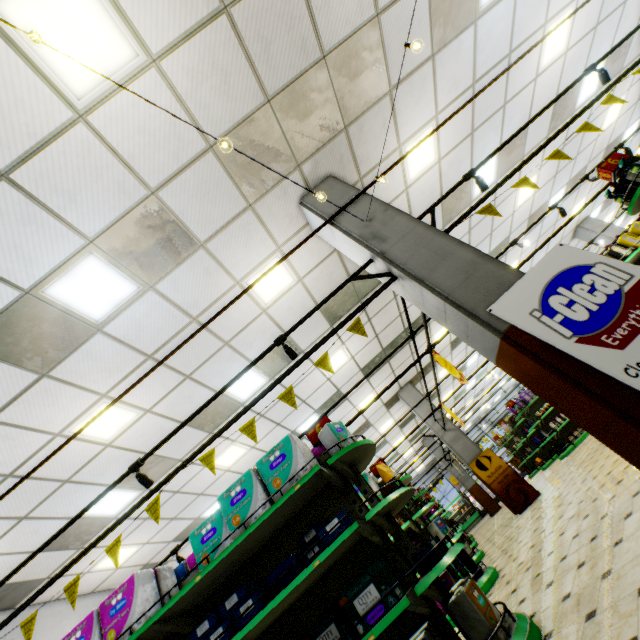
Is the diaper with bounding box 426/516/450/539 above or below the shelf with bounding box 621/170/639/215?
below

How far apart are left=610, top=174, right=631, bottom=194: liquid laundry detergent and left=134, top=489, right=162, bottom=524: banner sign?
7.2 meters

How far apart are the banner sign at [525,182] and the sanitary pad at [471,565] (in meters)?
5.17

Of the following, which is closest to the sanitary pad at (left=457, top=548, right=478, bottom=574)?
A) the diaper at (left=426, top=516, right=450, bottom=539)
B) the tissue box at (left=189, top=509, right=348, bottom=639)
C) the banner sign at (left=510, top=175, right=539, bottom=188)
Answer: the diaper at (left=426, top=516, right=450, bottom=539)

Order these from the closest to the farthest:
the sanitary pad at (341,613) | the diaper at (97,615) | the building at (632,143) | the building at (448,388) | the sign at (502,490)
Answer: the sanitary pad at (341,613)
the diaper at (97,615)
the sign at (502,490)
the building at (632,143)
the building at (448,388)

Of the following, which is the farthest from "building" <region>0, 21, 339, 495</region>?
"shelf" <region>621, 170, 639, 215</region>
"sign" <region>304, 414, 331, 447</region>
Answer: "sign" <region>304, 414, 331, 447</region>

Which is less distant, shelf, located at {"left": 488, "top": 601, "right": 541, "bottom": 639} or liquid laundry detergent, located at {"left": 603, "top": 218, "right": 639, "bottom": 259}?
shelf, located at {"left": 488, "top": 601, "right": 541, "bottom": 639}

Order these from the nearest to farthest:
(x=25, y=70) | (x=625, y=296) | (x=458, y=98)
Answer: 1. (x=625, y=296)
2. (x=25, y=70)
3. (x=458, y=98)
